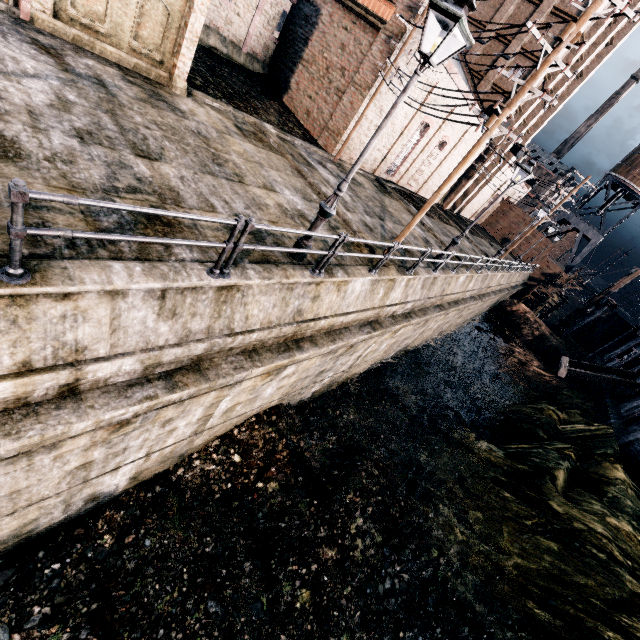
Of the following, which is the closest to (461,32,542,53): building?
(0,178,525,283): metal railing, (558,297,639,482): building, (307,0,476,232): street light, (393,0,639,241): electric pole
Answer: (393,0,639,241): electric pole

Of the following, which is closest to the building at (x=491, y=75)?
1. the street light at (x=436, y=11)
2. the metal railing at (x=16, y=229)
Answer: the metal railing at (x=16, y=229)

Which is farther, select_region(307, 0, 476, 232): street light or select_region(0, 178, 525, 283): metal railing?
select_region(307, 0, 476, 232): street light

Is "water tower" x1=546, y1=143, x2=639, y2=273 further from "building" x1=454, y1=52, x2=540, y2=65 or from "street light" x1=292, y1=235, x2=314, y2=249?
"street light" x1=292, y1=235, x2=314, y2=249

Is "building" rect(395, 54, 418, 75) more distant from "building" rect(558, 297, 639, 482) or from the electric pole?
"building" rect(558, 297, 639, 482)

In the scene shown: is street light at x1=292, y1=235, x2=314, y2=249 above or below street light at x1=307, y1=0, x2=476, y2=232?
below

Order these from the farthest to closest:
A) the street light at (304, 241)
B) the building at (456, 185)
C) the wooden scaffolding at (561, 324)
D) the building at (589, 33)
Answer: the wooden scaffolding at (561, 324) → the building at (456, 185) → the building at (589, 33) → the street light at (304, 241)

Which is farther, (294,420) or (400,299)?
(294,420)
